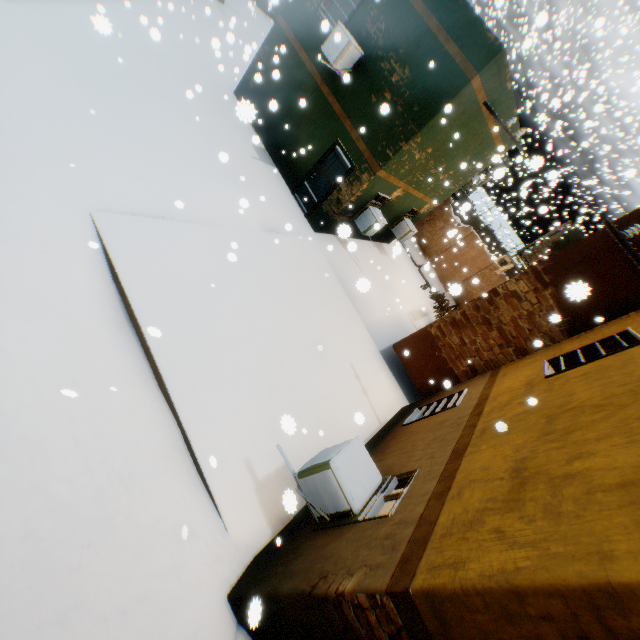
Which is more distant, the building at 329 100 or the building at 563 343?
the building at 329 100

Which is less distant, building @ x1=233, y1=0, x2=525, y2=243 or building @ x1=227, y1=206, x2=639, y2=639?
building @ x1=227, y1=206, x2=639, y2=639

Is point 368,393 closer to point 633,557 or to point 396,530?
point 396,530
